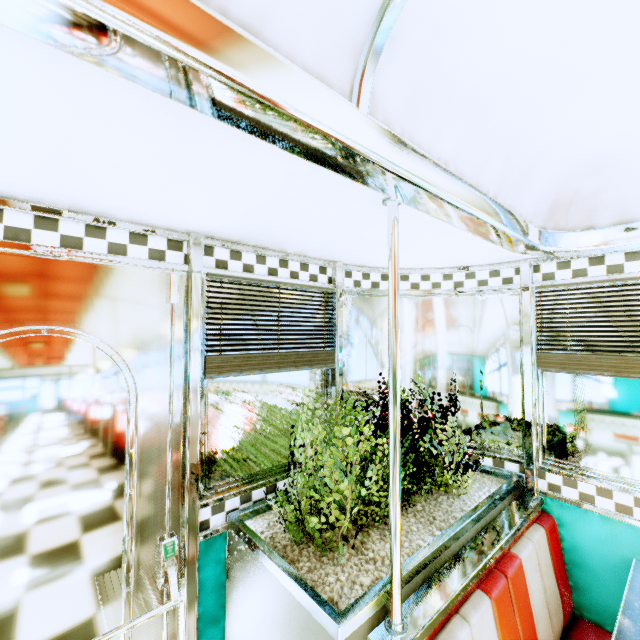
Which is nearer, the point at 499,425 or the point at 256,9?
the point at 256,9

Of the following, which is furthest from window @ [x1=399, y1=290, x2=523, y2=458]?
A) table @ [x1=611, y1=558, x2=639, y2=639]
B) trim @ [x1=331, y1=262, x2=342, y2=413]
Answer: table @ [x1=611, y1=558, x2=639, y2=639]

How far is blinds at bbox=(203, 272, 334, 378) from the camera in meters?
1.7 m

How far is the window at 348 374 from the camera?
2.47m

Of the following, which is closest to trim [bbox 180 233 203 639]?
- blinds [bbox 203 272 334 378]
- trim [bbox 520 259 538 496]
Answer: blinds [bbox 203 272 334 378]

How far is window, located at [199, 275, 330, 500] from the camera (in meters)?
1.75

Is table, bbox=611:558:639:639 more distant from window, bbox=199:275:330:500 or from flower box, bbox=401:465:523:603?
window, bbox=199:275:330:500

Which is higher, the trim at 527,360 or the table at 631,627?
the trim at 527,360
